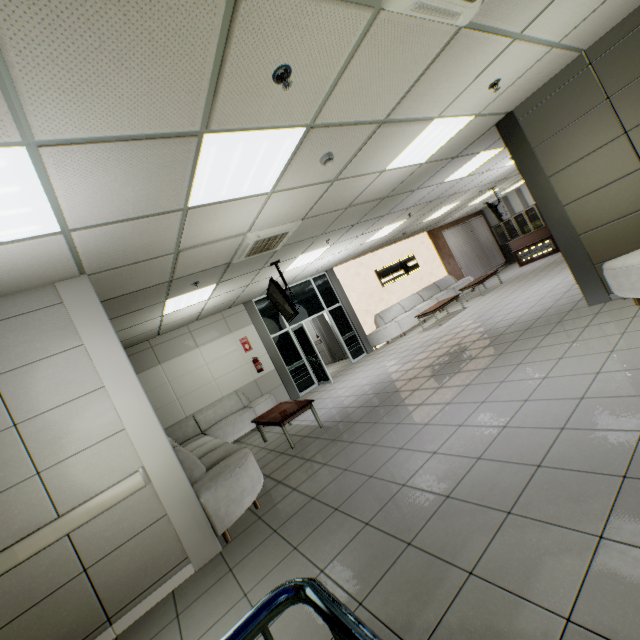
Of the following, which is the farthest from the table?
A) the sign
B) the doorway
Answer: the sign

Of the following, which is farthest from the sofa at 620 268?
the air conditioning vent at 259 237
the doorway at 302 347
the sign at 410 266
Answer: the sign at 410 266

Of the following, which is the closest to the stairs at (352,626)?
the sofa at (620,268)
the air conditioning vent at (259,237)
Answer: the air conditioning vent at (259,237)

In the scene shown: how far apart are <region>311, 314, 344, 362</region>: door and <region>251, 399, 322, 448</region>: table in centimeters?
537cm

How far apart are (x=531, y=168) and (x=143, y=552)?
7.10m

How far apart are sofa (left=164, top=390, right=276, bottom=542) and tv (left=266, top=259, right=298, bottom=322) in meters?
2.3 m

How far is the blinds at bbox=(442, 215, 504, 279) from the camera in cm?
1512

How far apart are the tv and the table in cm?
164
